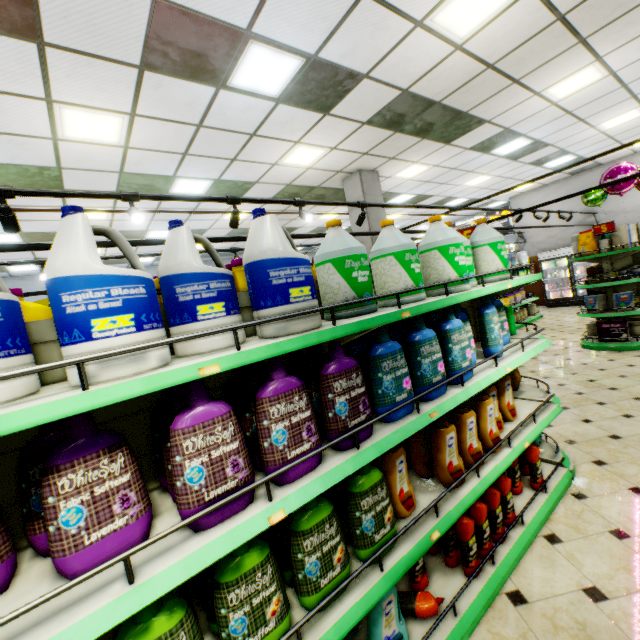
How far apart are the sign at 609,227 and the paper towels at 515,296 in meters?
3.7 m

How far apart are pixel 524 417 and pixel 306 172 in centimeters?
654cm

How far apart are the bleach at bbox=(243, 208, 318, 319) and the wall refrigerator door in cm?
1425

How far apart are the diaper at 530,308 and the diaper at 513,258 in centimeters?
142cm

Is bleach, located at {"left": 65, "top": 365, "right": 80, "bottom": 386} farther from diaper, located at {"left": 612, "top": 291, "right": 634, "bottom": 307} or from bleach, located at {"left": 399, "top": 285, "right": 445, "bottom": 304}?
diaper, located at {"left": 612, "top": 291, "right": 634, "bottom": 307}

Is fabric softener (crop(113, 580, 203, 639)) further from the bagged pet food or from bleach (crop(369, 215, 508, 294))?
the bagged pet food

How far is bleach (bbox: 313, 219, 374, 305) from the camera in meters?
1.7

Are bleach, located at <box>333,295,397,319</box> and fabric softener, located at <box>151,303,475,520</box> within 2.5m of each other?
yes
